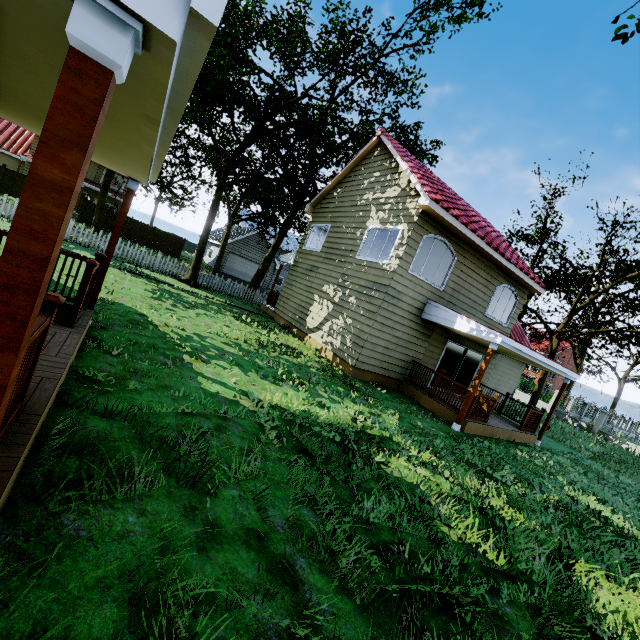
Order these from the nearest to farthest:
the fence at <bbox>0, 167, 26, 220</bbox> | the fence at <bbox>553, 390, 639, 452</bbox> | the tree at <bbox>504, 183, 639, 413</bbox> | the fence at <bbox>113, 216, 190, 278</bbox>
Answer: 1. the fence at <bbox>0, 167, 26, 220</bbox>
2. the fence at <bbox>113, 216, 190, 278</bbox>
3. the tree at <bbox>504, 183, 639, 413</bbox>
4. the fence at <bbox>553, 390, 639, 452</bbox>

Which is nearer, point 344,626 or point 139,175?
point 344,626

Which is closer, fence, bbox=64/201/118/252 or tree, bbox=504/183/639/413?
fence, bbox=64/201/118/252

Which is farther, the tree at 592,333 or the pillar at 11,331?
the tree at 592,333

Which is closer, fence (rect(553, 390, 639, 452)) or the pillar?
the pillar

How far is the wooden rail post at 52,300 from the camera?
2.5m

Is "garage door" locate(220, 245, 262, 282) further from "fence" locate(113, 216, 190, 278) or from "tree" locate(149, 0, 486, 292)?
"fence" locate(113, 216, 190, 278)

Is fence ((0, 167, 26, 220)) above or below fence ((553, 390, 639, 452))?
below
